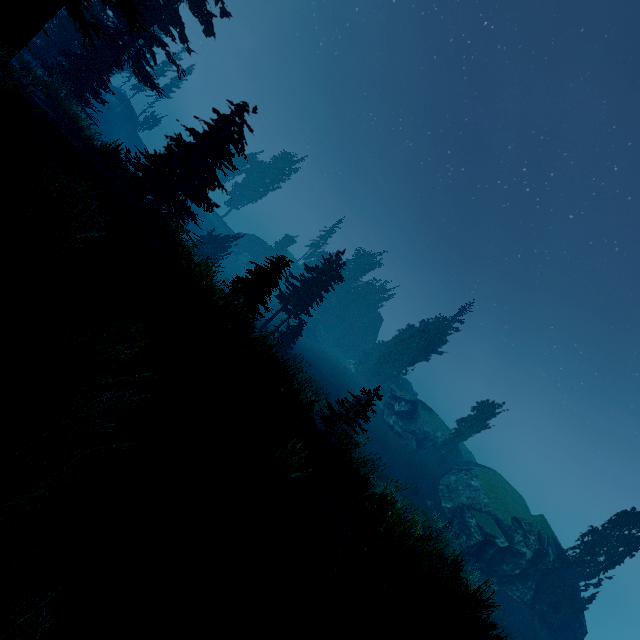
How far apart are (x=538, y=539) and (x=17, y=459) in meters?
38.4 m

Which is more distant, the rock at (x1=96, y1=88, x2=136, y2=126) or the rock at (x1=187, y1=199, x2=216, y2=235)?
the rock at (x1=187, y1=199, x2=216, y2=235)

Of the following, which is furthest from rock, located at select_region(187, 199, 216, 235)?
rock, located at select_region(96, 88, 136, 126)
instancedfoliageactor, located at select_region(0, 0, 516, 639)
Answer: rock, located at select_region(96, 88, 136, 126)

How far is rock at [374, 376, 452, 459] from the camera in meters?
41.9

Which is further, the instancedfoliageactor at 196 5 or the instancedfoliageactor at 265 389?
the instancedfoliageactor at 196 5

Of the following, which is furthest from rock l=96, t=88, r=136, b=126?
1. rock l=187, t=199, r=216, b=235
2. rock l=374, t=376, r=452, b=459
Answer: rock l=374, t=376, r=452, b=459

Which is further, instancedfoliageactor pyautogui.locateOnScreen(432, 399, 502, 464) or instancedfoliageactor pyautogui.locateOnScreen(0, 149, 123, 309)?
instancedfoliageactor pyautogui.locateOnScreen(432, 399, 502, 464)
